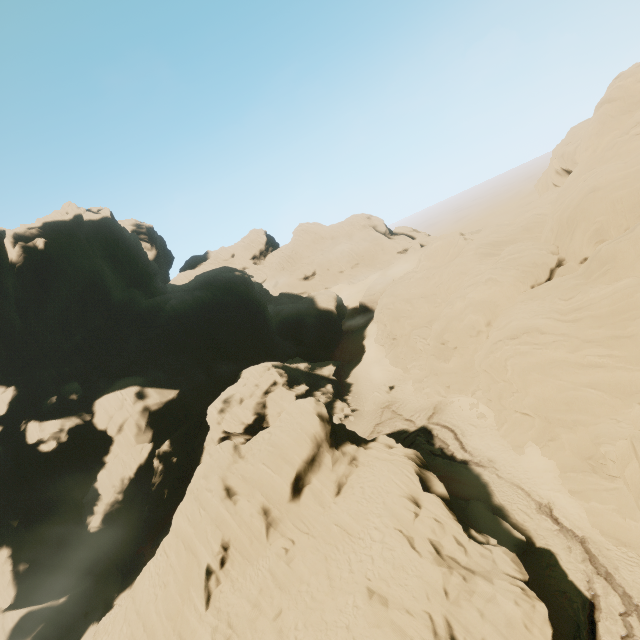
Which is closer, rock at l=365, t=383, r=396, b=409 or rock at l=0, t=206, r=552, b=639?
rock at l=0, t=206, r=552, b=639

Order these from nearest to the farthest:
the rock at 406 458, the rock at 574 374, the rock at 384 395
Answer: the rock at 406 458 → the rock at 574 374 → the rock at 384 395

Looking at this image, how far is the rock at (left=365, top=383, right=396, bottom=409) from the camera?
43.8 meters

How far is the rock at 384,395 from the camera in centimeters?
4381cm

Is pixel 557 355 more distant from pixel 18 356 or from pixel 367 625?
pixel 18 356

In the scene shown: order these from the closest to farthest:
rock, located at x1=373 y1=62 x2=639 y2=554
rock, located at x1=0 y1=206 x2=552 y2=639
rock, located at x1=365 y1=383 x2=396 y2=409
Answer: rock, located at x1=0 y1=206 x2=552 y2=639
rock, located at x1=373 y1=62 x2=639 y2=554
rock, located at x1=365 y1=383 x2=396 y2=409
